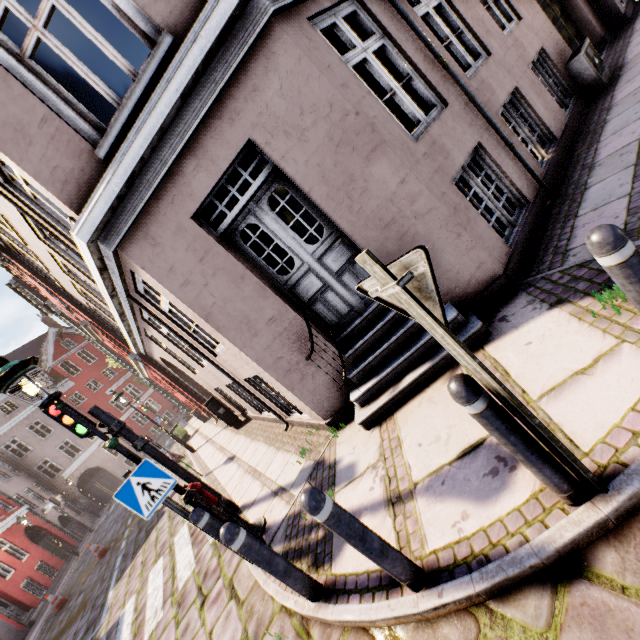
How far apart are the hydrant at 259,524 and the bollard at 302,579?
1.6m

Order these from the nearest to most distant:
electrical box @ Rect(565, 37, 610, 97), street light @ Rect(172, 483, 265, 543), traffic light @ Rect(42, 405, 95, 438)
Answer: street light @ Rect(172, 483, 265, 543), traffic light @ Rect(42, 405, 95, 438), electrical box @ Rect(565, 37, 610, 97)

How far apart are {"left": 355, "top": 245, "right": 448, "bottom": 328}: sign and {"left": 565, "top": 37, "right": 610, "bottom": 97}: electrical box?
8.09m

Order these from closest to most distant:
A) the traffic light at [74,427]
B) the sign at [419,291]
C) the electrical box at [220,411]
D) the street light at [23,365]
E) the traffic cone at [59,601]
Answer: the sign at [419,291], the street light at [23,365], the traffic light at [74,427], the electrical box at [220,411], the traffic cone at [59,601]

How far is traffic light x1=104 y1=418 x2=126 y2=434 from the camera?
5.1 meters

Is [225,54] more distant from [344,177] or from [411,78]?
[411,78]

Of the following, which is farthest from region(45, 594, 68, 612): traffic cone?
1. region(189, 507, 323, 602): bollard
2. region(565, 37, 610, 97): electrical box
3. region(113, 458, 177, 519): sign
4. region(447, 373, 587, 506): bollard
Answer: region(565, 37, 610, 97): electrical box

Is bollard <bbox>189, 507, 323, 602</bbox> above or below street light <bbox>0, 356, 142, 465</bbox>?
below
